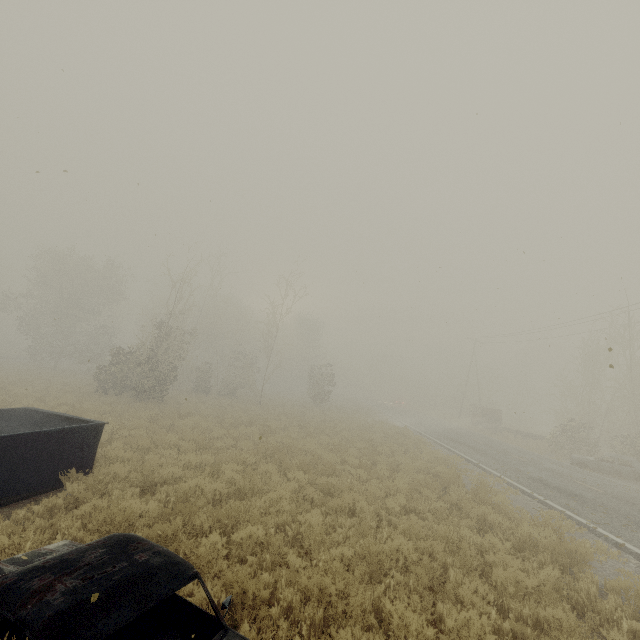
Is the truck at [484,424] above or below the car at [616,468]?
above

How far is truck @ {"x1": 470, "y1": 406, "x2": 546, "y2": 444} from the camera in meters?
29.4 m

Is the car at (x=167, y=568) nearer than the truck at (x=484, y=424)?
Yes

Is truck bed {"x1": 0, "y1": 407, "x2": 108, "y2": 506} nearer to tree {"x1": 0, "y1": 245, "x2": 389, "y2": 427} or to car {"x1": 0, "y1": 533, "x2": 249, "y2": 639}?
car {"x1": 0, "y1": 533, "x2": 249, "y2": 639}

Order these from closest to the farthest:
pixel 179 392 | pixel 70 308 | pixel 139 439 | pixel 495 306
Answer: pixel 139 439 < pixel 495 306 < pixel 179 392 < pixel 70 308

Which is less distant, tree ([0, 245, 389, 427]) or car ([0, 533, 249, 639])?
car ([0, 533, 249, 639])

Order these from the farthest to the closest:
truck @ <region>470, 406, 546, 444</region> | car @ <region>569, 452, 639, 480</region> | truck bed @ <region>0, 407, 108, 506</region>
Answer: truck @ <region>470, 406, 546, 444</region> → car @ <region>569, 452, 639, 480</region> → truck bed @ <region>0, 407, 108, 506</region>

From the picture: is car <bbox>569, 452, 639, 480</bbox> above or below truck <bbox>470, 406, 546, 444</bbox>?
below
